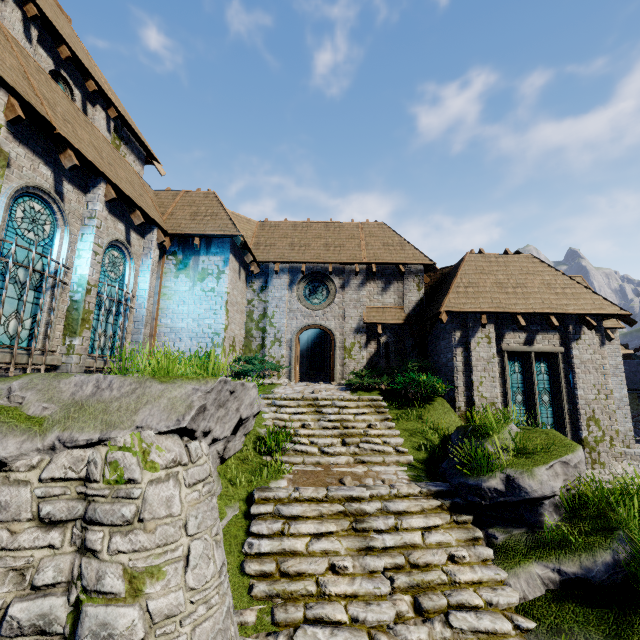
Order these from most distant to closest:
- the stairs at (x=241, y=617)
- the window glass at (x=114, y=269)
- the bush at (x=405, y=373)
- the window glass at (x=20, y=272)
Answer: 1. the bush at (x=405, y=373)
2. the window glass at (x=114, y=269)
3. the window glass at (x=20, y=272)
4. the stairs at (x=241, y=617)

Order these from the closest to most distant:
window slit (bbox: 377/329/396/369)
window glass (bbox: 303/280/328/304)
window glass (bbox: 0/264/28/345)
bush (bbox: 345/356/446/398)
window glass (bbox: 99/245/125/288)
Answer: window glass (bbox: 0/264/28/345) < window glass (bbox: 99/245/125/288) < bush (bbox: 345/356/446/398) < window slit (bbox: 377/329/396/369) < window glass (bbox: 303/280/328/304)

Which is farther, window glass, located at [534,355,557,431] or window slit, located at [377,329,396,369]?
window slit, located at [377,329,396,369]

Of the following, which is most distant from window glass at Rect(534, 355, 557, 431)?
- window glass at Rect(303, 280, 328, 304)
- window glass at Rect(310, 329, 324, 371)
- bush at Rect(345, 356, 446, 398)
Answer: window glass at Rect(310, 329, 324, 371)

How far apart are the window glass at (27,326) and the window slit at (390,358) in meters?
12.3

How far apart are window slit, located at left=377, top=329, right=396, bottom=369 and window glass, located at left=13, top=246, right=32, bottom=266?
12.3 meters

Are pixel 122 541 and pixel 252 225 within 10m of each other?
no
